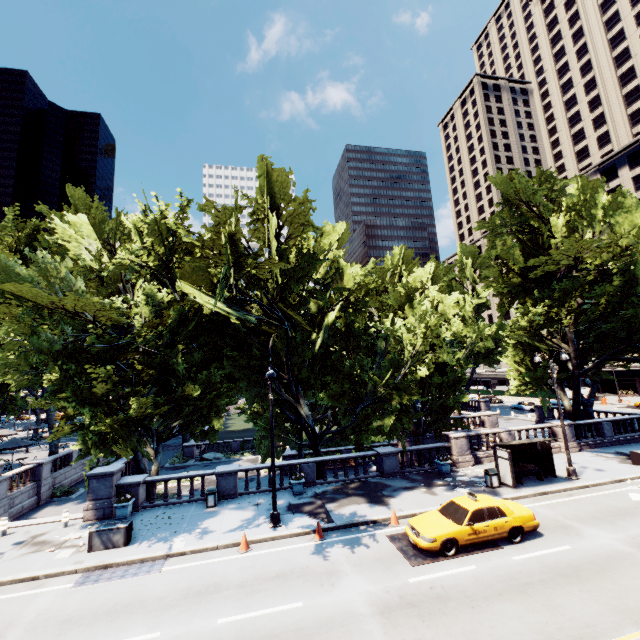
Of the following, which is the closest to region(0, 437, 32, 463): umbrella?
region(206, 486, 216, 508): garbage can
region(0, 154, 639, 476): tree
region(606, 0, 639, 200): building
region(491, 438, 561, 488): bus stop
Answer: region(0, 154, 639, 476): tree

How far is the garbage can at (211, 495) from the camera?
17.8m

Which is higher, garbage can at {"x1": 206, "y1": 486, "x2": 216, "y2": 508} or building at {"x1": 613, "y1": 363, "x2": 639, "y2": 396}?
building at {"x1": 613, "y1": 363, "x2": 639, "y2": 396}

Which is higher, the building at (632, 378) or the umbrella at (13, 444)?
the umbrella at (13, 444)

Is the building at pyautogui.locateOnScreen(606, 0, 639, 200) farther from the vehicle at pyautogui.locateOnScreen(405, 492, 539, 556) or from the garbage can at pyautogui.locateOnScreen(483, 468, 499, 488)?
the vehicle at pyautogui.locateOnScreen(405, 492, 539, 556)

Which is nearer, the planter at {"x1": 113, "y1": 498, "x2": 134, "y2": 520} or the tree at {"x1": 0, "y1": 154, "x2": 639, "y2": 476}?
the tree at {"x1": 0, "y1": 154, "x2": 639, "y2": 476}

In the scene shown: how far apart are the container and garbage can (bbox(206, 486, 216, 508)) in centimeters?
391cm

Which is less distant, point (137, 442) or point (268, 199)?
point (268, 199)
